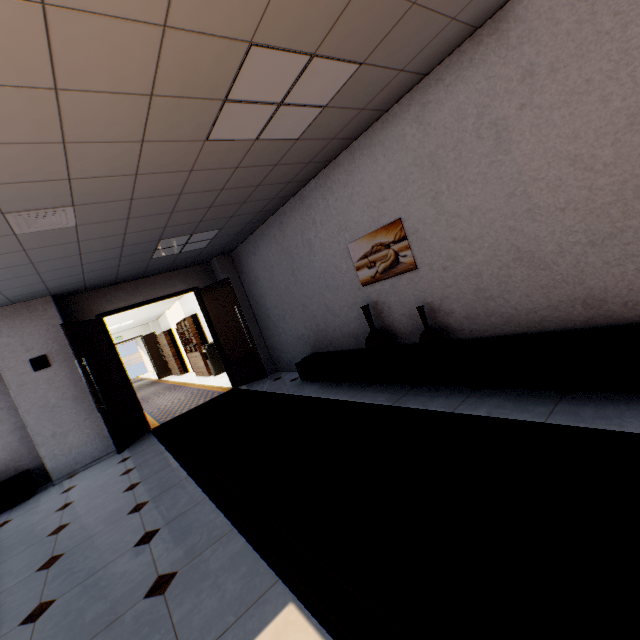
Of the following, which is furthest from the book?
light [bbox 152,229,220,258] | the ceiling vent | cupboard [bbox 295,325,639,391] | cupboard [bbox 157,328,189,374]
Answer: the ceiling vent

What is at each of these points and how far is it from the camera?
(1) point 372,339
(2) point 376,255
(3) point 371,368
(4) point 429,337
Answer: (1) vase, 4.3 meters
(2) picture, 4.2 meters
(3) cupboard, 4.4 meters
(4) vase, 3.7 meters

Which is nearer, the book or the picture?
the picture

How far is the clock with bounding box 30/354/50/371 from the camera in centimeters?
529cm

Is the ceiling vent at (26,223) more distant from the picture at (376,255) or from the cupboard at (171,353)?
the cupboard at (171,353)

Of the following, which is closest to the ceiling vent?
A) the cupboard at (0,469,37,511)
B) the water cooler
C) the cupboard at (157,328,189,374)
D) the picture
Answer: the picture

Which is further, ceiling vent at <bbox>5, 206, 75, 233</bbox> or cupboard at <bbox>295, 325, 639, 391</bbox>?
ceiling vent at <bbox>5, 206, 75, 233</bbox>

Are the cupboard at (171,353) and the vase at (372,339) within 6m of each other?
no
